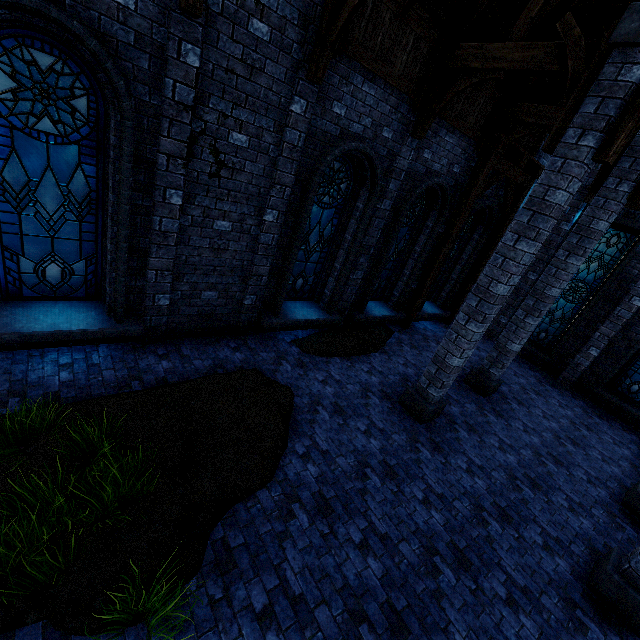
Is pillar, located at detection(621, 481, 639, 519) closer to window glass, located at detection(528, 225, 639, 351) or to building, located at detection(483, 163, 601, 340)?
building, located at detection(483, 163, 601, 340)

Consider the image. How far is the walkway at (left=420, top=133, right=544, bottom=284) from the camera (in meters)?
9.09

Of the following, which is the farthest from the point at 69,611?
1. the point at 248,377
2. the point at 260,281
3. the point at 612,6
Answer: the point at 612,6

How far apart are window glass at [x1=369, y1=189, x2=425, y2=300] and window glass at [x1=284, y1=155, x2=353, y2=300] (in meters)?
1.50

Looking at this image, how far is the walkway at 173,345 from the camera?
5.3 meters

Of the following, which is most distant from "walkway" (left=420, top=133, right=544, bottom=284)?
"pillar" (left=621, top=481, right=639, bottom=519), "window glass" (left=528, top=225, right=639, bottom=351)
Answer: "pillar" (left=621, top=481, right=639, bottom=519)

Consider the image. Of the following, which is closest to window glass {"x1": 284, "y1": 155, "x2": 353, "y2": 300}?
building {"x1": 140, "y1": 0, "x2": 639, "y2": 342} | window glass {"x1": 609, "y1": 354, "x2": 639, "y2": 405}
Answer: building {"x1": 140, "y1": 0, "x2": 639, "y2": 342}

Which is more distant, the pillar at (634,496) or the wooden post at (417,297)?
the wooden post at (417,297)
